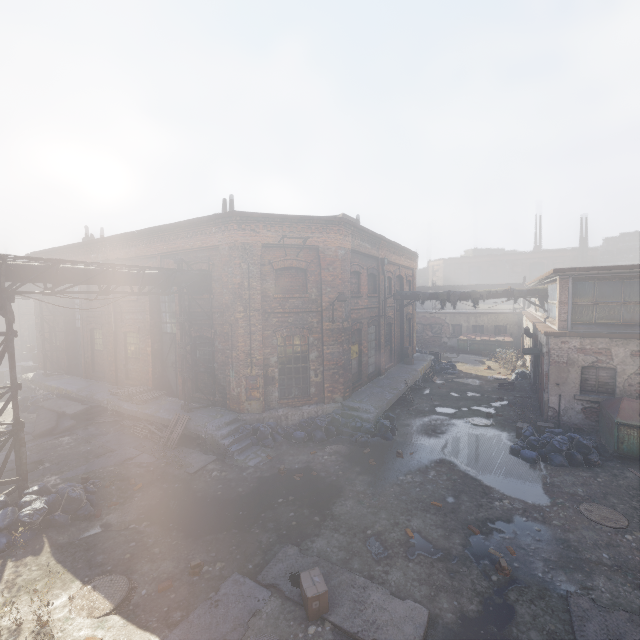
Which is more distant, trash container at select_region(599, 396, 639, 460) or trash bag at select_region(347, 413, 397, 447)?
trash bag at select_region(347, 413, 397, 447)

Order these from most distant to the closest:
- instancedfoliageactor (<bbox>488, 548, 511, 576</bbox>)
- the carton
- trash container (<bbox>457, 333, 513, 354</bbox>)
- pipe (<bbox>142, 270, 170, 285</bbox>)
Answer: trash container (<bbox>457, 333, 513, 354</bbox>), pipe (<bbox>142, 270, 170, 285</bbox>), instancedfoliageactor (<bbox>488, 548, 511, 576</bbox>), the carton

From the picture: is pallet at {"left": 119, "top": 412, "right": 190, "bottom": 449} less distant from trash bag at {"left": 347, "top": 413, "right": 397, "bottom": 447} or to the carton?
trash bag at {"left": 347, "top": 413, "right": 397, "bottom": 447}

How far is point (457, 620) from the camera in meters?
5.2 m

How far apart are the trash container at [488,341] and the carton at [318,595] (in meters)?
26.92

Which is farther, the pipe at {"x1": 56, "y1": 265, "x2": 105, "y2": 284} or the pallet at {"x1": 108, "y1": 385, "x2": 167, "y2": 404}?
the pallet at {"x1": 108, "y1": 385, "x2": 167, "y2": 404}

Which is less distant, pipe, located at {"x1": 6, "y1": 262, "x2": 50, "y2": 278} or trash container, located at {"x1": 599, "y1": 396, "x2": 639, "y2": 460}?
pipe, located at {"x1": 6, "y1": 262, "x2": 50, "y2": 278}

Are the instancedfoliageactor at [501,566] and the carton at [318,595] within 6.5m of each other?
yes
